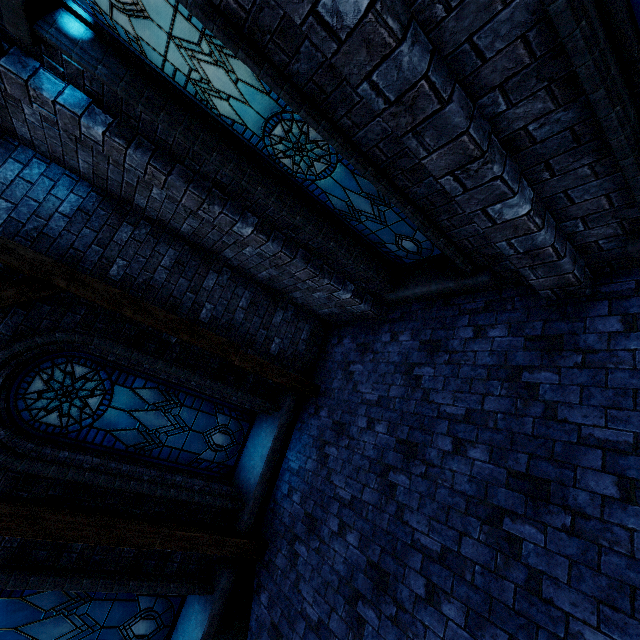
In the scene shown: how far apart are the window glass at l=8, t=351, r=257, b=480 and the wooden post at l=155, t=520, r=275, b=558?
0.7 meters

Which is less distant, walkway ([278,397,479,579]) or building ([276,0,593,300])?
building ([276,0,593,300])

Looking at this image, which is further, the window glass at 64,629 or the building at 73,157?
the window glass at 64,629

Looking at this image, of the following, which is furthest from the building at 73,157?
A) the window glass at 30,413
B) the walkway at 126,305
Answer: the window glass at 30,413

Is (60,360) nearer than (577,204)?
No

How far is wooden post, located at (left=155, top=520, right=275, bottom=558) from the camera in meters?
4.8 m

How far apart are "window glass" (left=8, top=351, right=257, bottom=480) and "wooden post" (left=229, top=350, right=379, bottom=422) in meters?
0.7 m

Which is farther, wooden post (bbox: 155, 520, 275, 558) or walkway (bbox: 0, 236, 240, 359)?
wooden post (bbox: 155, 520, 275, 558)
